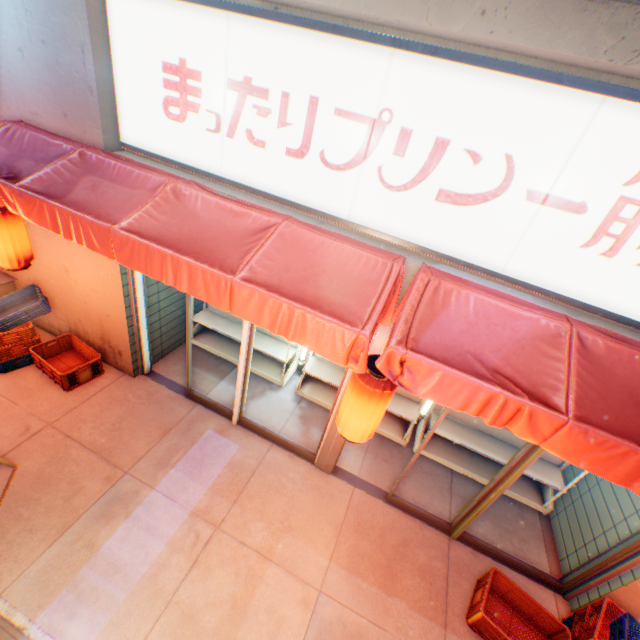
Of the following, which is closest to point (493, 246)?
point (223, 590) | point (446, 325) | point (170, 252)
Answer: point (446, 325)

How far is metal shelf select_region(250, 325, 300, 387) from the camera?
6.27m

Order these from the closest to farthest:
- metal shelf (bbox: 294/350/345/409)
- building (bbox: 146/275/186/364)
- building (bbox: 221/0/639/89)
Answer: building (bbox: 221/0/639/89) → building (bbox: 146/275/186/364) → metal shelf (bbox: 294/350/345/409)

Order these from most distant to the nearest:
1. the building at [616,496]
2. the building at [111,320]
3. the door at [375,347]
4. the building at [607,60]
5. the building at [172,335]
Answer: the building at [172,335] → the building at [111,320] → the building at [616,496] → the door at [375,347] → the building at [607,60]

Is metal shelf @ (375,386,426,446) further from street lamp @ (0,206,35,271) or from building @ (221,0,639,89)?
street lamp @ (0,206,35,271)

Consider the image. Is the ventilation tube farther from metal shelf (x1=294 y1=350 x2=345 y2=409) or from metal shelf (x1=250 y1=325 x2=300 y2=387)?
metal shelf (x1=294 y1=350 x2=345 y2=409)

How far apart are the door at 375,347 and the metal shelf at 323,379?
0.99m

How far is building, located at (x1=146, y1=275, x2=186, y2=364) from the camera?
5.5m
